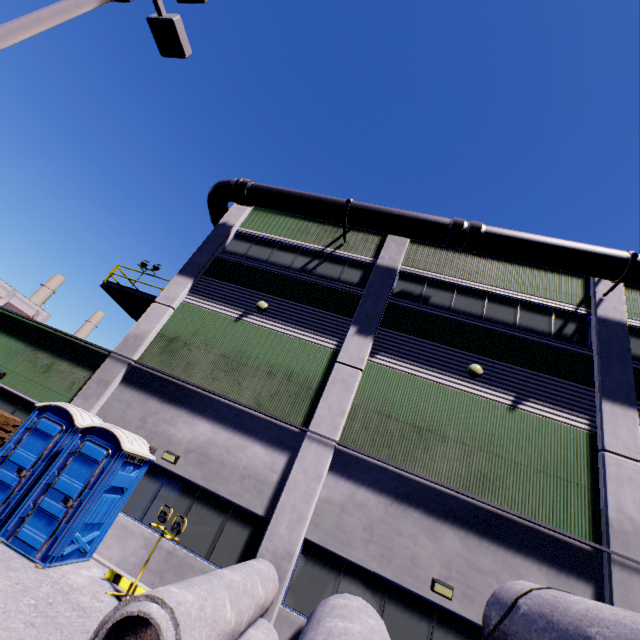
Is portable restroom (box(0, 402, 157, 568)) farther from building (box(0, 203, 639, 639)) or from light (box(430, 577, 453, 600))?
light (box(430, 577, 453, 600))

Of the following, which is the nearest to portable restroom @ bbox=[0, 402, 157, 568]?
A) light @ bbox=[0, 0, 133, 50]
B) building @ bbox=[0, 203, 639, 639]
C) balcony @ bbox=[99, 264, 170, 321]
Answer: building @ bbox=[0, 203, 639, 639]

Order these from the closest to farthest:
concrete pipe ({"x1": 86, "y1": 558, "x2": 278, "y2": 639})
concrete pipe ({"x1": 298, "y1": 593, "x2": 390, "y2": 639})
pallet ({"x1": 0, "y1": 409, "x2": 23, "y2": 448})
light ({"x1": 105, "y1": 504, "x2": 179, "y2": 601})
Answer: concrete pipe ({"x1": 86, "y1": 558, "x2": 278, "y2": 639})
concrete pipe ({"x1": 298, "y1": 593, "x2": 390, "y2": 639})
light ({"x1": 105, "y1": 504, "x2": 179, "y2": 601})
pallet ({"x1": 0, "y1": 409, "x2": 23, "y2": 448})

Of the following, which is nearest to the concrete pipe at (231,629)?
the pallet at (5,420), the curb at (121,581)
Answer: the curb at (121,581)

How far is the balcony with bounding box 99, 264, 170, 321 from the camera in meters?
13.8

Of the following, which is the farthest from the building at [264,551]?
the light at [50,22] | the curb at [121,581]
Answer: the light at [50,22]

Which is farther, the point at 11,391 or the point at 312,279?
the point at 312,279

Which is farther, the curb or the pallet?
the pallet
